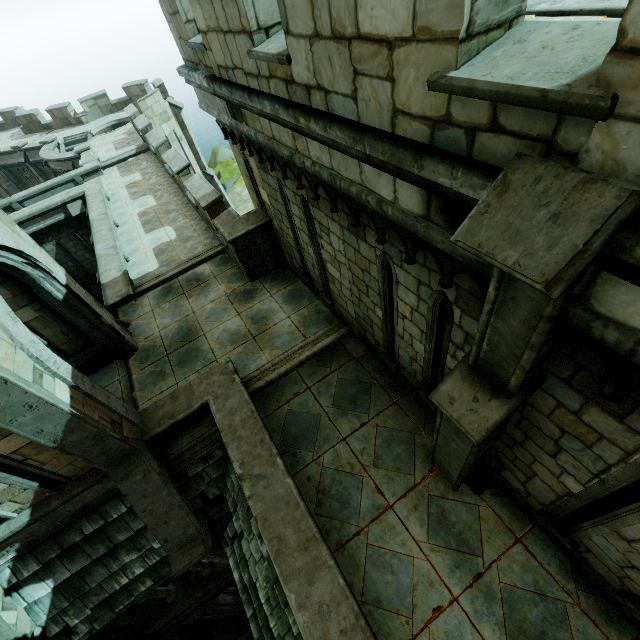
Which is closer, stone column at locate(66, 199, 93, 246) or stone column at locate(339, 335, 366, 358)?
stone column at locate(339, 335, 366, 358)

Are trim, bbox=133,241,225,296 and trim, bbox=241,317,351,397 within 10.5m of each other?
yes

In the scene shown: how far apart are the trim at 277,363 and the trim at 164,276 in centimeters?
490cm

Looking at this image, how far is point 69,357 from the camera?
7.66m

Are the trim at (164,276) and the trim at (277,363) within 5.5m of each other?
yes

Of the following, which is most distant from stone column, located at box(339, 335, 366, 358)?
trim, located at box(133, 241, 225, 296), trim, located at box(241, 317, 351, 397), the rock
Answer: the rock

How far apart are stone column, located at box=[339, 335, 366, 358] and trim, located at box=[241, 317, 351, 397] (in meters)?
0.06

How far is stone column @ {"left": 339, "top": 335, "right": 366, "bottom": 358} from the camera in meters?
→ 6.9
